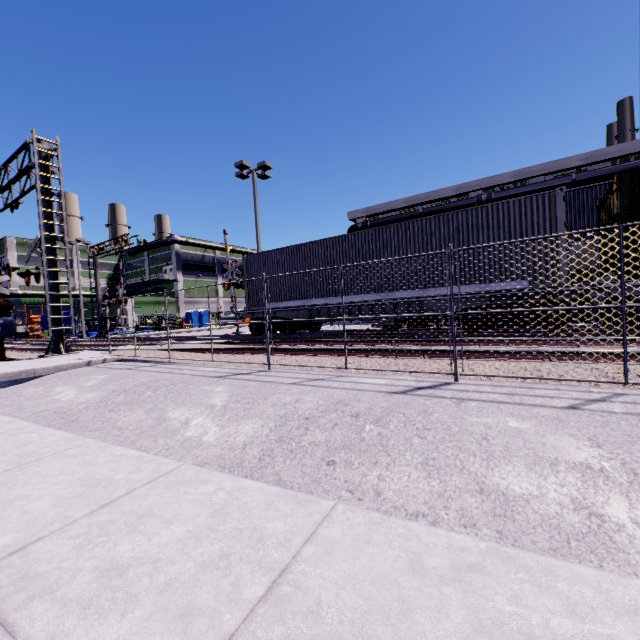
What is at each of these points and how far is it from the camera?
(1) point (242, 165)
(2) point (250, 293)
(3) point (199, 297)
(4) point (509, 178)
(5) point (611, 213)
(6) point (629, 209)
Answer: (1) light, 18.05m
(2) cargo container, 15.38m
(3) building, 54.44m
(4) building, 23.62m
(5) cargo container door, 8.62m
(6) cargo container, 7.96m

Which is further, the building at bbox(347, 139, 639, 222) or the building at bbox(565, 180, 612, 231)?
the building at bbox(347, 139, 639, 222)

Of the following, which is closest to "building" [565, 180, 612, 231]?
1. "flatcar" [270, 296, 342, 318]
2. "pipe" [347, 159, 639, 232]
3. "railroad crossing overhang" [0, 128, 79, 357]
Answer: "pipe" [347, 159, 639, 232]

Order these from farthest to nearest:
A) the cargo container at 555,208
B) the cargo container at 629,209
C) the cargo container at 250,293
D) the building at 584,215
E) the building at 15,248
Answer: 1. the building at 15,248
2. the building at 584,215
3. the cargo container at 250,293
4. the cargo container at 555,208
5. the cargo container at 629,209

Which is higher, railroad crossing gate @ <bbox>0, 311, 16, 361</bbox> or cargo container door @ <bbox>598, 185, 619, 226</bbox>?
cargo container door @ <bbox>598, 185, 619, 226</bbox>

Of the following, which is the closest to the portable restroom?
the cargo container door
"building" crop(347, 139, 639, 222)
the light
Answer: "building" crop(347, 139, 639, 222)

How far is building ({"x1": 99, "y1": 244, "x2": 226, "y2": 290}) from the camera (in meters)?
51.91

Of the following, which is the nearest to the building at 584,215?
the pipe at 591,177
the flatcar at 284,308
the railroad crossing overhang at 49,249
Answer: the pipe at 591,177
